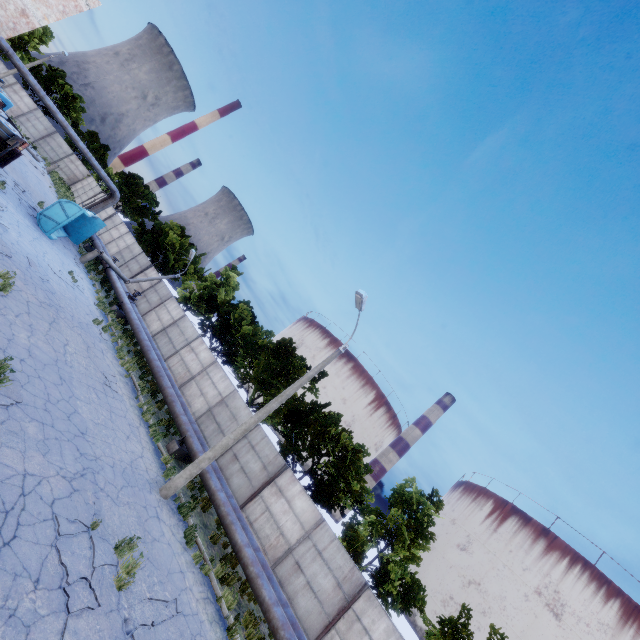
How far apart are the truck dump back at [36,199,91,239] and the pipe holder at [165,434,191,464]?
16.23m

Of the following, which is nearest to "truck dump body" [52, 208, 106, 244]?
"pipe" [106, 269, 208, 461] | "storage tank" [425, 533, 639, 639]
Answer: "pipe" [106, 269, 208, 461]

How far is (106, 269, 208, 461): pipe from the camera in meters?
14.9

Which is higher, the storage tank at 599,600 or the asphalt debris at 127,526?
the storage tank at 599,600

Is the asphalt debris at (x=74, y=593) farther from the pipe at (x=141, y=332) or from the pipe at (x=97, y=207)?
the pipe at (x=97, y=207)

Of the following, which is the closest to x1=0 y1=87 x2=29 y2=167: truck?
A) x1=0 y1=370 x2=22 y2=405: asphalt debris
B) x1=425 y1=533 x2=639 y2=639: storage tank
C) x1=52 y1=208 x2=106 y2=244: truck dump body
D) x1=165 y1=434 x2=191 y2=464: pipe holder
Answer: x1=52 y1=208 x2=106 y2=244: truck dump body

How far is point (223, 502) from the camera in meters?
12.8 m

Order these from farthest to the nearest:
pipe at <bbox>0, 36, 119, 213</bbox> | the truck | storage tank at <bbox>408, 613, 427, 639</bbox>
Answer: storage tank at <bbox>408, 613, 427, 639</bbox> < pipe at <bbox>0, 36, 119, 213</bbox> < the truck
